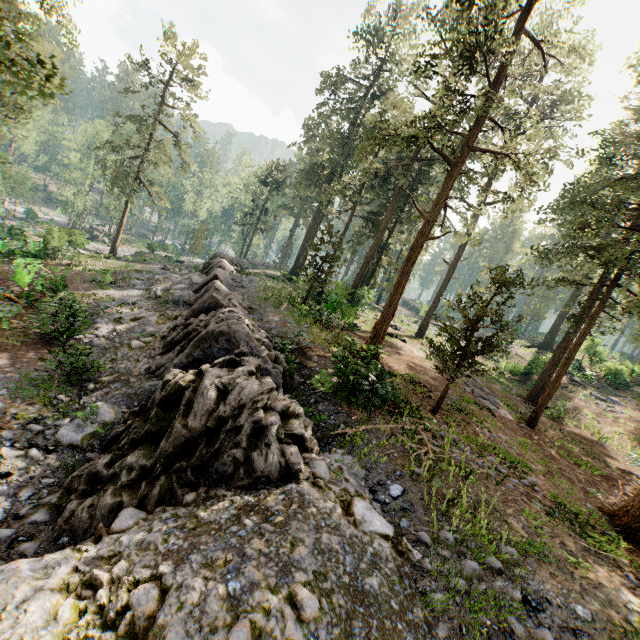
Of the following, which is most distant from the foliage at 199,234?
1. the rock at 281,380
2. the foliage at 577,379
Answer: the foliage at 577,379

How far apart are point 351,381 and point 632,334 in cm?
1374

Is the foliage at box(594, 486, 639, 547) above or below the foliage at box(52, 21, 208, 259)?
below

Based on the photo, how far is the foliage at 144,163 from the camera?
32.02m

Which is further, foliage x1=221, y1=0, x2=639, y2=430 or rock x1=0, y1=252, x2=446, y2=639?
foliage x1=221, y1=0, x2=639, y2=430

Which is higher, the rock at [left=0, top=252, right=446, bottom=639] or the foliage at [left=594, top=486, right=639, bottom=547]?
the foliage at [left=594, top=486, right=639, bottom=547]

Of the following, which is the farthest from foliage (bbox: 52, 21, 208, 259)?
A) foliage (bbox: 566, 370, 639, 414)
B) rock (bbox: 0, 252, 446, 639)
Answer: foliage (bbox: 566, 370, 639, 414)

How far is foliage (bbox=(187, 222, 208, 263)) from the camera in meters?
48.7
